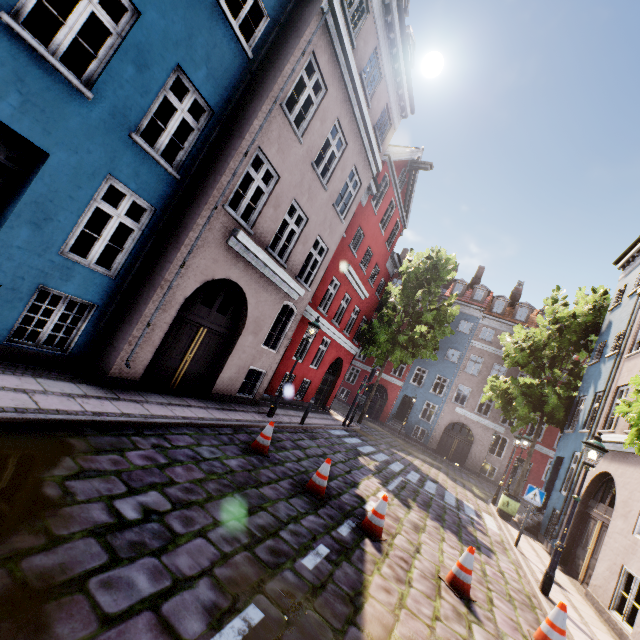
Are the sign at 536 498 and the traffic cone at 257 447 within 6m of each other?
no

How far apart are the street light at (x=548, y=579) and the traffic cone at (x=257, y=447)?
6.8m

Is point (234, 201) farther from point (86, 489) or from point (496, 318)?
point (496, 318)

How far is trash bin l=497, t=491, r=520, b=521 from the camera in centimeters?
1355cm

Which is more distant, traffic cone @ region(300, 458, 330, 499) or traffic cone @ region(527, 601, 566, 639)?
traffic cone @ region(300, 458, 330, 499)

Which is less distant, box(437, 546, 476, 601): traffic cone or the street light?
box(437, 546, 476, 601): traffic cone

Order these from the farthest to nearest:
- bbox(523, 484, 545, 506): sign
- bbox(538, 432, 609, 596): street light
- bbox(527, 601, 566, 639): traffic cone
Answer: bbox(523, 484, 545, 506): sign < bbox(538, 432, 609, 596): street light < bbox(527, 601, 566, 639): traffic cone

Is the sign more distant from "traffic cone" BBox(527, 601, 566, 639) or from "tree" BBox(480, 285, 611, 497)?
"tree" BBox(480, 285, 611, 497)
